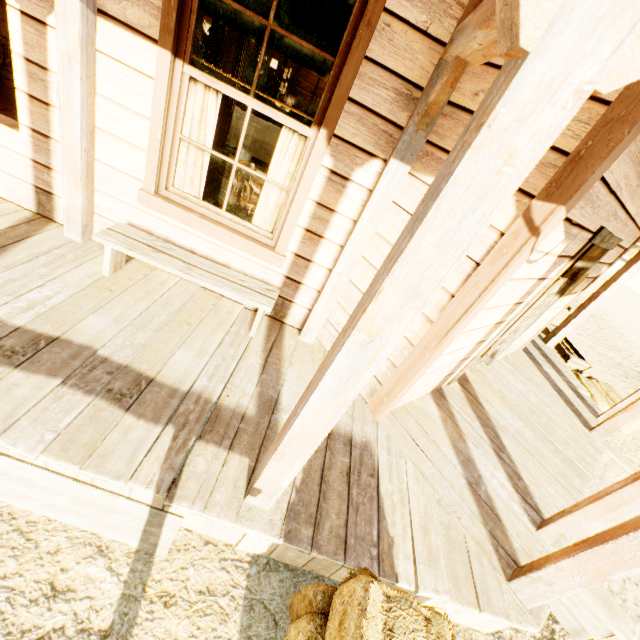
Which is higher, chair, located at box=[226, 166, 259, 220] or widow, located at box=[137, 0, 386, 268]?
widow, located at box=[137, 0, 386, 268]

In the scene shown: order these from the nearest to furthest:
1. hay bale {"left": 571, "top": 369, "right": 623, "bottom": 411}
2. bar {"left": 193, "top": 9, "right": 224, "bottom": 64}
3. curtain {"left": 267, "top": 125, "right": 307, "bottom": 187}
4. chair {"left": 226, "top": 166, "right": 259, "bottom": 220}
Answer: curtain {"left": 267, "top": 125, "right": 307, "bottom": 187}
chair {"left": 226, "top": 166, "right": 259, "bottom": 220}
hay bale {"left": 571, "top": 369, "right": 623, "bottom": 411}
bar {"left": 193, "top": 9, "right": 224, "bottom": 64}

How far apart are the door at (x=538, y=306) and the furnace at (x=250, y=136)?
3.9m

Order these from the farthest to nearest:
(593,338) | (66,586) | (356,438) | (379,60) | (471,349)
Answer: (593,338)
(471,349)
(356,438)
(379,60)
(66,586)

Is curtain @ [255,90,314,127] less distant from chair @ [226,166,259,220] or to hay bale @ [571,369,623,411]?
chair @ [226,166,259,220]

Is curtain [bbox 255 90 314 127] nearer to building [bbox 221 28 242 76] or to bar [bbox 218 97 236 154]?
building [bbox 221 28 242 76]

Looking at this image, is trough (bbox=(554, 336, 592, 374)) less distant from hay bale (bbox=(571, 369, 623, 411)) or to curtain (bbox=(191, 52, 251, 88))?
hay bale (bbox=(571, 369, 623, 411))

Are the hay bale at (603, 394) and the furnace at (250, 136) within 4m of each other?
no
